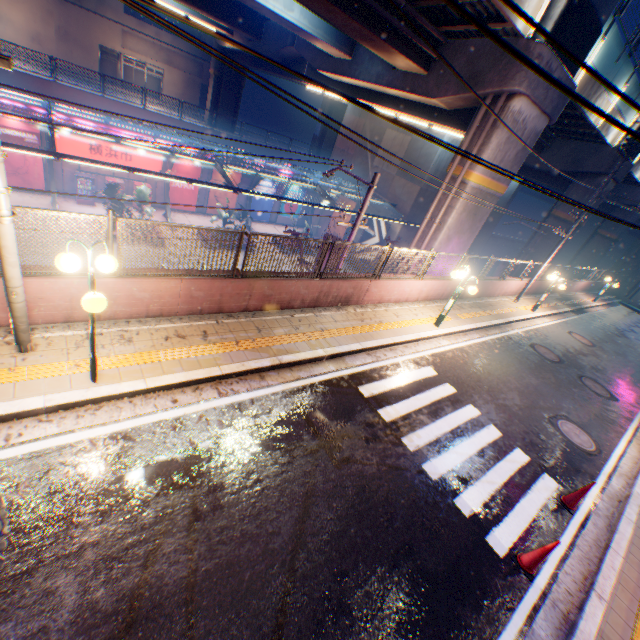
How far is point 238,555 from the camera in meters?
4.3 m

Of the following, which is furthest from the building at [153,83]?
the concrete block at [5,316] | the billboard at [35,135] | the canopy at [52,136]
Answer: the concrete block at [5,316]

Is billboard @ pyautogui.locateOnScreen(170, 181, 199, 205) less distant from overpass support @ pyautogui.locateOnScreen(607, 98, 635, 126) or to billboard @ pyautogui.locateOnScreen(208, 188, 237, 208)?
billboard @ pyautogui.locateOnScreen(208, 188, 237, 208)

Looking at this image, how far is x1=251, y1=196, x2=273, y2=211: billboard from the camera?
31.5m

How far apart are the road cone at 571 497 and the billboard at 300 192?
31.8m

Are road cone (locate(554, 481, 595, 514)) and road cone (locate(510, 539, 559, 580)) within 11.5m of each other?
yes

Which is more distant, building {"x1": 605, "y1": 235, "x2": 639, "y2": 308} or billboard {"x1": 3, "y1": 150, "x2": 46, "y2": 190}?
building {"x1": 605, "y1": 235, "x2": 639, "y2": 308}
